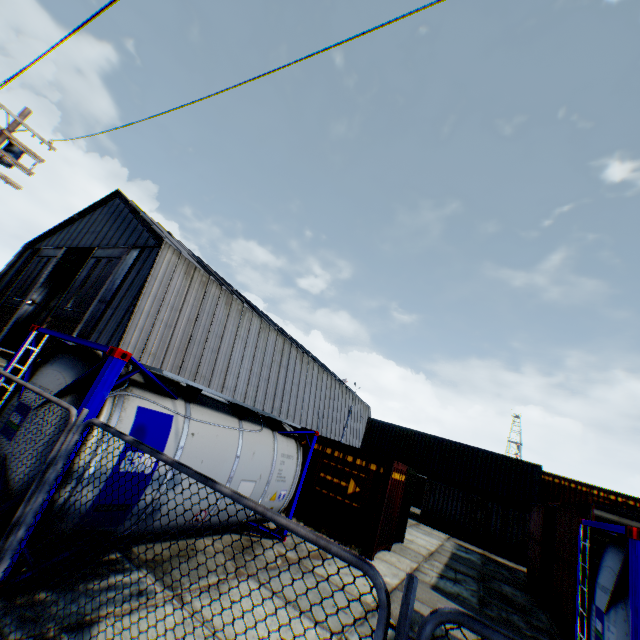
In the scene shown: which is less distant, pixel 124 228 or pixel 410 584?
pixel 410 584

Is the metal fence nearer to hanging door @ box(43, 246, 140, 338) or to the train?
hanging door @ box(43, 246, 140, 338)

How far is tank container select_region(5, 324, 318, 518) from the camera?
4.7 meters

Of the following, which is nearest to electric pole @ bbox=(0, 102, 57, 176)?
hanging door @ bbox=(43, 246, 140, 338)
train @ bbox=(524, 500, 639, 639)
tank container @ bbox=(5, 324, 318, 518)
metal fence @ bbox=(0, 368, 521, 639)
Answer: metal fence @ bbox=(0, 368, 521, 639)

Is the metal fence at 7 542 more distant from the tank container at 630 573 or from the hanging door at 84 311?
the hanging door at 84 311

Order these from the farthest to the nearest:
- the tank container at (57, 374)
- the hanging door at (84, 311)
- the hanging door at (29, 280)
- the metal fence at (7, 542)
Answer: the hanging door at (29, 280) → the hanging door at (84, 311) → the tank container at (57, 374) → the metal fence at (7, 542)

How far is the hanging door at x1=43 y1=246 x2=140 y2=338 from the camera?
21.1m

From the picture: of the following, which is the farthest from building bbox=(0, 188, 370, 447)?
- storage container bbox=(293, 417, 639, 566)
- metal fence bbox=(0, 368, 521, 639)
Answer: storage container bbox=(293, 417, 639, 566)
